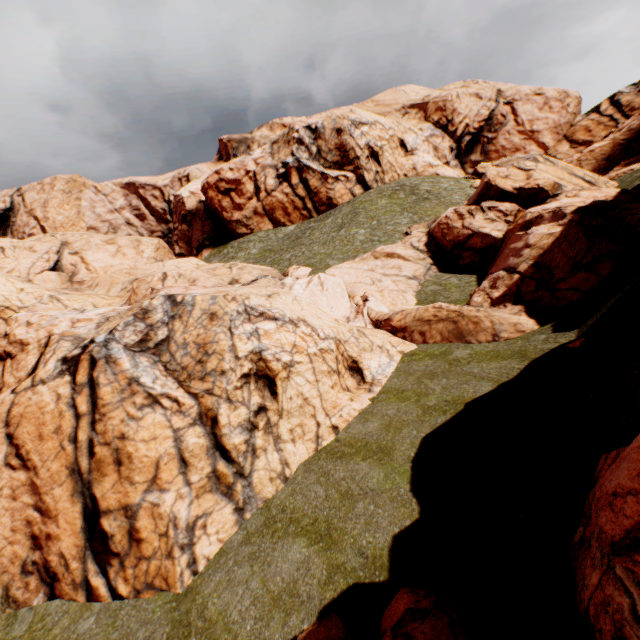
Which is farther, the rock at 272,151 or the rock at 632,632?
the rock at 272,151

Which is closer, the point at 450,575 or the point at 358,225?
the point at 450,575

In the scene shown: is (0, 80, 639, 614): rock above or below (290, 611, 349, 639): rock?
above

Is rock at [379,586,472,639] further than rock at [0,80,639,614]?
No

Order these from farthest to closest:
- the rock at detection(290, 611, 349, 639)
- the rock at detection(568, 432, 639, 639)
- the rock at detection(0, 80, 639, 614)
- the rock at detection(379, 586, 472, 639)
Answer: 1. the rock at detection(0, 80, 639, 614)
2. the rock at detection(290, 611, 349, 639)
3. the rock at detection(379, 586, 472, 639)
4. the rock at detection(568, 432, 639, 639)
